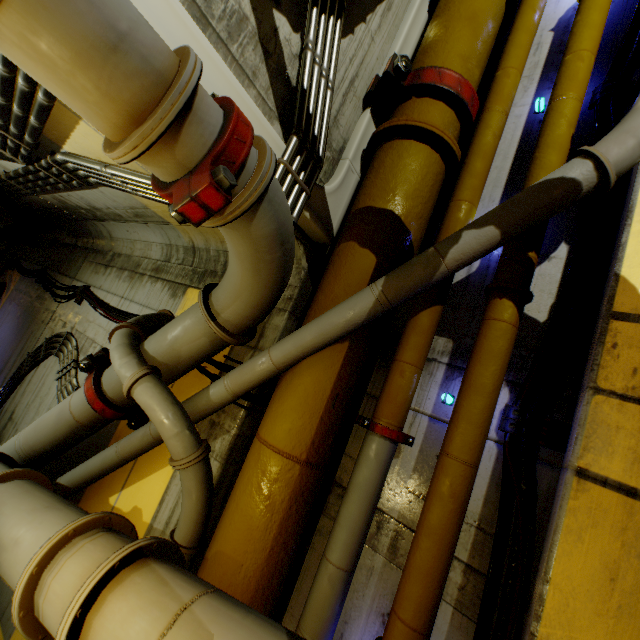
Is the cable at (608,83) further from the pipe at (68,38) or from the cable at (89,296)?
the cable at (89,296)

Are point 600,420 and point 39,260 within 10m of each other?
no

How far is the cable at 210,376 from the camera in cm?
334

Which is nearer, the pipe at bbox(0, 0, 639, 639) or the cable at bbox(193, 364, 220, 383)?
the pipe at bbox(0, 0, 639, 639)

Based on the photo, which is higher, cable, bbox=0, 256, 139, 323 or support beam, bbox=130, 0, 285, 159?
support beam, bbox=130, 0, 285, 159

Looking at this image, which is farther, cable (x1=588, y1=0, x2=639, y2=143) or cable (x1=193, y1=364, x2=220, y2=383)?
cable (x1=193, y1=364, x2=220, y2=383)

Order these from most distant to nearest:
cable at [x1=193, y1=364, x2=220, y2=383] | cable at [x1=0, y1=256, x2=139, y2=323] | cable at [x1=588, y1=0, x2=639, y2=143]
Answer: cable at [x1=0, y1=256, x2=139, y2=323] → cable at [x1=193, y1=364, x2=220, y2=383] → cable at [x1=588, y1=0, x2=639, y2=143]

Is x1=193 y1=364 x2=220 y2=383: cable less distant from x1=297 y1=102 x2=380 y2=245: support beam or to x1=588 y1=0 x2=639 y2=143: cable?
x1=297 y1=102 x2=380 y2=245: support beam
